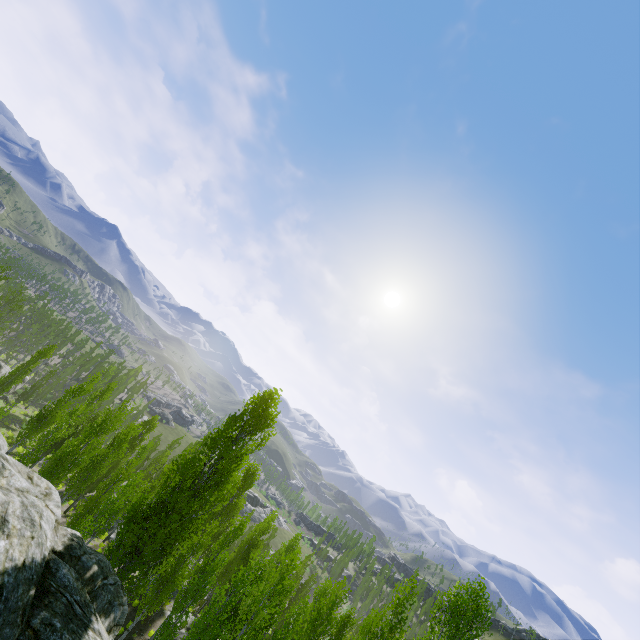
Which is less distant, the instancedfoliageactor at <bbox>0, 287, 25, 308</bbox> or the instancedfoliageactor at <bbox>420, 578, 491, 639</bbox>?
the instancedfoliageactor at <bbox>420, 578, 491, 639</bbox>

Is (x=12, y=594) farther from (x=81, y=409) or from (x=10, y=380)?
(x=10, y=380)

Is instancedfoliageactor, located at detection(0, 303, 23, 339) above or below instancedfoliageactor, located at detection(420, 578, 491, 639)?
below

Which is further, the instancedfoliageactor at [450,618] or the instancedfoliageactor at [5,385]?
the instancedfoliageactor at [5,385]

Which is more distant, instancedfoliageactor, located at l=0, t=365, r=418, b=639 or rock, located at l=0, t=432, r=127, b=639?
instancedfoliageactor, located at l=0, t=365, r=418, b=639

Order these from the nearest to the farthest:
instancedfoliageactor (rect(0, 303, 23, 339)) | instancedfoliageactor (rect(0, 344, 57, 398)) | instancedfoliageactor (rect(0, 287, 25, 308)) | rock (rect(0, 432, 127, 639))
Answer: rock (rect(0, 432, 127, 639))
instancedfoliageactor (rect(0, 344, 57, 398))
instancedfoliageactor (rect(0, 303, 23, 339))
instancedfoliageactor (rect(0, 287, 25, 308))

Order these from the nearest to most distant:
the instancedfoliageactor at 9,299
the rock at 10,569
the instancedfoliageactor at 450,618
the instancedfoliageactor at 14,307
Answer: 1. the rock at 10,569
2. the instancedfoliageactor at 450,618
3. the instancedfoliageactor at 14,307
4. the instancedfoliageactor at 9,299
